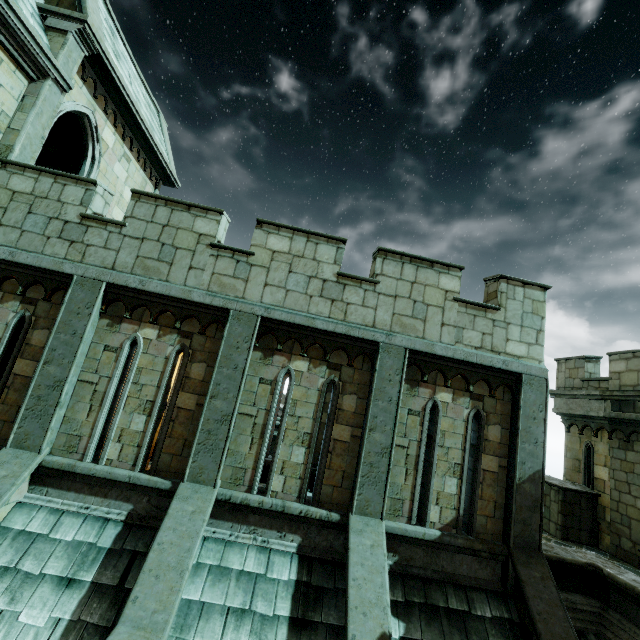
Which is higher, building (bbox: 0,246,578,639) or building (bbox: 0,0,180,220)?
building (bbox: 0,0,180,220)

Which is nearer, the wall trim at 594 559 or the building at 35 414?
the building at 35 414

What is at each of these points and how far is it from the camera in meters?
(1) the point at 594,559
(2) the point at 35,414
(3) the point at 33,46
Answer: (1) wall trim, 6.7
(2) building, 5.9
(3) building, 7.1

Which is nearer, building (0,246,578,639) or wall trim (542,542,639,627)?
building (0,246,578,639)

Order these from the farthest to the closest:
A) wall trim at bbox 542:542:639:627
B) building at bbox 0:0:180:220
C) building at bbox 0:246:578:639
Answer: building at bbox 0:0:180:220 < wall trim at bbox 542:542:639:627 < building at bbox 0:246:578:639

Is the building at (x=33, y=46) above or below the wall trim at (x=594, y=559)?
above

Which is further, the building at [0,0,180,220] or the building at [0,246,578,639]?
the building at [0,0,180,220]
